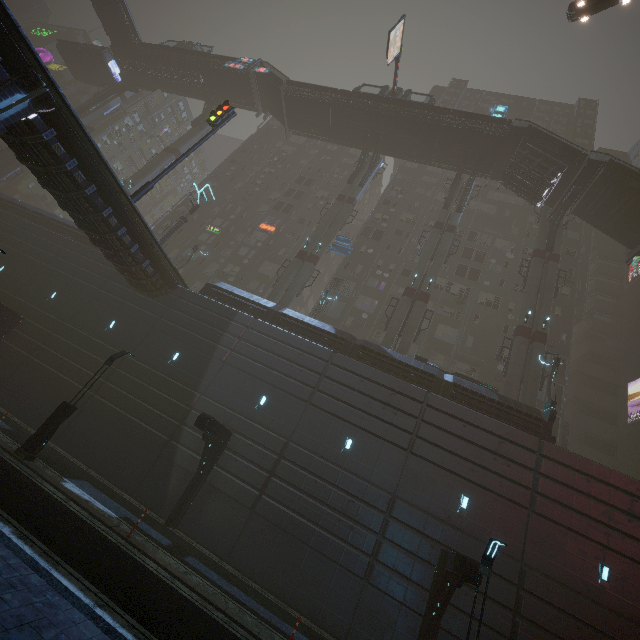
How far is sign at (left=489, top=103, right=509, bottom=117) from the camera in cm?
3297

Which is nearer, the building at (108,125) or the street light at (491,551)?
the street light at (491,551)

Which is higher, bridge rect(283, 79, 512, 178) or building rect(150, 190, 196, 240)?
bridge rect(283, 79, 512, 178)

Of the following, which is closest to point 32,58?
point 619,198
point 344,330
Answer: point 344,330

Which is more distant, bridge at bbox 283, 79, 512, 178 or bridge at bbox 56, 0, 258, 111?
bridge at bbox 56, 0, 258, 111

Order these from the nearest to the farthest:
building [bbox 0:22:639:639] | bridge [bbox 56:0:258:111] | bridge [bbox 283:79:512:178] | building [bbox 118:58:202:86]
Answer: building [bbox 0:22:639:639]
bridge [bbox 283:79:512:178]
bridge [bbox 56:0:258:111]
building [bbox 118:58:202:86]

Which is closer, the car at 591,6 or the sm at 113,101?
the car at 591,6

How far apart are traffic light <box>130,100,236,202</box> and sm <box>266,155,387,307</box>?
11.8 meters
